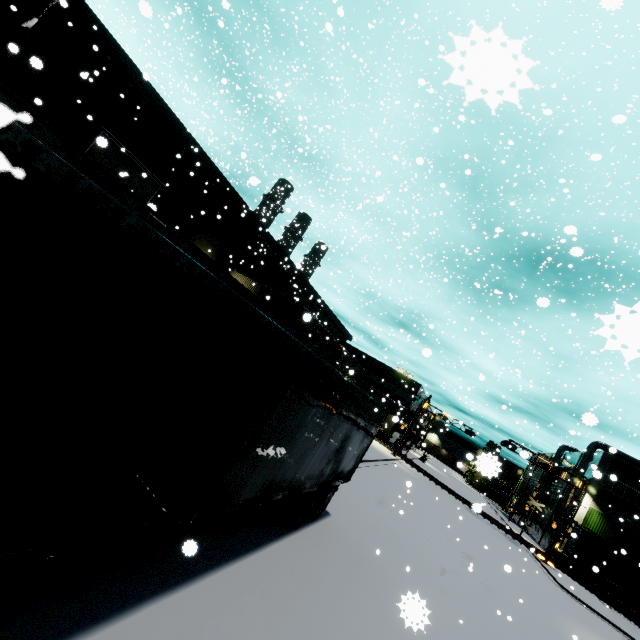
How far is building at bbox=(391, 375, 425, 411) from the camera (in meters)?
51.81

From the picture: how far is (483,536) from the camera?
25.50m

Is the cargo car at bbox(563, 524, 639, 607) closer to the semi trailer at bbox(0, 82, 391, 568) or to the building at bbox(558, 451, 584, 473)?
the semi trailer at bbox(0, 82, 391, 568)

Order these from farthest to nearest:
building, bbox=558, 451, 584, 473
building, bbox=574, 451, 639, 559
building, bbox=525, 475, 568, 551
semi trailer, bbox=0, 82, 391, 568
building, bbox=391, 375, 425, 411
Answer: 1. building, bbox=391, 375, 425, 411
2. building, bbox=558, 451, 584, 473
3. building, bbox=525, 475, 568, 551
4. building, bbox=574, 451, 639, 559
5. semi trailer, bbox=0, 82, 391, 568

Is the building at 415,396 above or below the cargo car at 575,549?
above

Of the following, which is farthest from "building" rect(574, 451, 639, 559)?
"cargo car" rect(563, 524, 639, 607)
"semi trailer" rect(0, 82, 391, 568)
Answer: "cargo car" rect(563, 524, 639, 607)

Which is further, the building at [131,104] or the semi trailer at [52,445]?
the building at [131,104]
